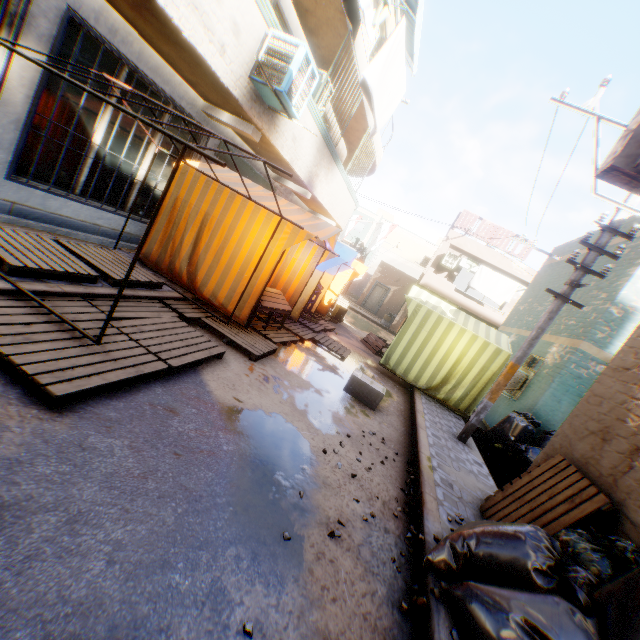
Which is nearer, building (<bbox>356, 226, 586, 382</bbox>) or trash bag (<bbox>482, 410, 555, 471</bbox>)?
trash bag (<bbox>482, 410, 555, 471</bbox>)

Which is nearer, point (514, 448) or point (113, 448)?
point (113, 448)

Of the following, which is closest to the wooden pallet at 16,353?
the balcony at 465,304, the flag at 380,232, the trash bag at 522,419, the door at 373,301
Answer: the trash bag at 522,419

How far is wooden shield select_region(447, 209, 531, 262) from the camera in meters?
18.8 m

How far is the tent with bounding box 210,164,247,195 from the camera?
6.25m

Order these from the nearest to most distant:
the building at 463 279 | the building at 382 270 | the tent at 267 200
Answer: the tent at 267 200
the building at 382 270
the building at 463 279

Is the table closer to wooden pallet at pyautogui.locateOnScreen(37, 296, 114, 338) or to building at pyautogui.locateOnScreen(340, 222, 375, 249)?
wooden pallet at pyautogui.locateOnScreen(37, 296, 114, 338)

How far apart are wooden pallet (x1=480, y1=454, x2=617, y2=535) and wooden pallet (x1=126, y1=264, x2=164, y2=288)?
5.11m
